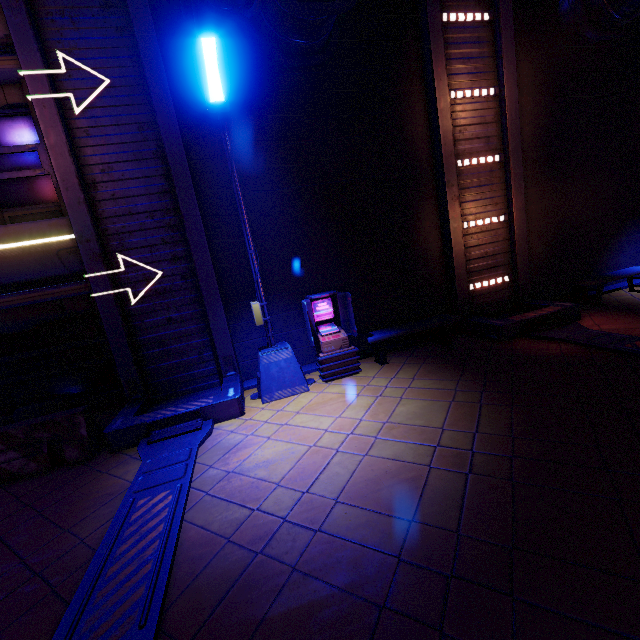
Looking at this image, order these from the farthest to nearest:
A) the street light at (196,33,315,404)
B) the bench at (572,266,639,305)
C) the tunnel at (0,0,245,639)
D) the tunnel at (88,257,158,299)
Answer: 1. the bench at (572,266,639,305)
2. the tunnel at (88,257,158,299)
3. the street light at (196,33,315,404)
4. the tunnel at (0,0,245,639)

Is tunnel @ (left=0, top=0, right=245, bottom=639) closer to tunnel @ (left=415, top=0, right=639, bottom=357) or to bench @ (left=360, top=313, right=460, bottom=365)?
bench @ (left=360, top=313, right=460, bottom=365)

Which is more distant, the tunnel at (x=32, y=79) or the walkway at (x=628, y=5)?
the walkway at (x=628, y=5)

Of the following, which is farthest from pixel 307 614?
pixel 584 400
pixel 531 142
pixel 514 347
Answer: pixel 531 142

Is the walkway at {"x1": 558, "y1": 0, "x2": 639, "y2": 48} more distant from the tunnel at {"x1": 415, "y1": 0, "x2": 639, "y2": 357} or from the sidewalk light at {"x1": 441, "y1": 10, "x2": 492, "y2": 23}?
the sidewalk light at {"x1": 441, "y1": 10, "x2": 492, "y2": 23}

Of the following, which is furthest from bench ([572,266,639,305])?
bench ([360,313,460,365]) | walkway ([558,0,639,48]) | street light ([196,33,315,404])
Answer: street light ([196,33,315,404])

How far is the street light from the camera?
4.9m

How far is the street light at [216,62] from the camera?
4.95m
